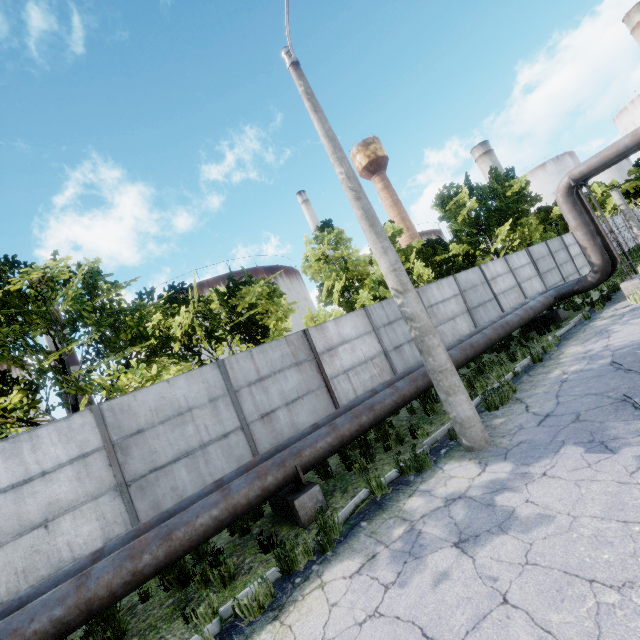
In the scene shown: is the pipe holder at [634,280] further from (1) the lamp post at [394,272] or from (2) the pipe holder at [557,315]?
(1) the lamp post at [394,272]

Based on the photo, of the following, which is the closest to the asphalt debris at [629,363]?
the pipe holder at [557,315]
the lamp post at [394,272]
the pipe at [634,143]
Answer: the lamp post at [394,272]

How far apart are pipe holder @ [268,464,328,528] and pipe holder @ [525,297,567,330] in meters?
12.4

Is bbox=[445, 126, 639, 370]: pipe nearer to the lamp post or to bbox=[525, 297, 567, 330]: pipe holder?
bbox=[525, 297, 567, 330]: pipe holder

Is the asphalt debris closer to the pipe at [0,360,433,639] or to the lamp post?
the lamp post

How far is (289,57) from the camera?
6.8 meters

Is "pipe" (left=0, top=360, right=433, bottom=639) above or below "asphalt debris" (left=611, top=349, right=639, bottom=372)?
above

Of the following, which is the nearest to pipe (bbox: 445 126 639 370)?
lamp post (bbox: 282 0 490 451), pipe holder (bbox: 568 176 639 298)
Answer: pipe holder (bbox: 568 176 639 298)
